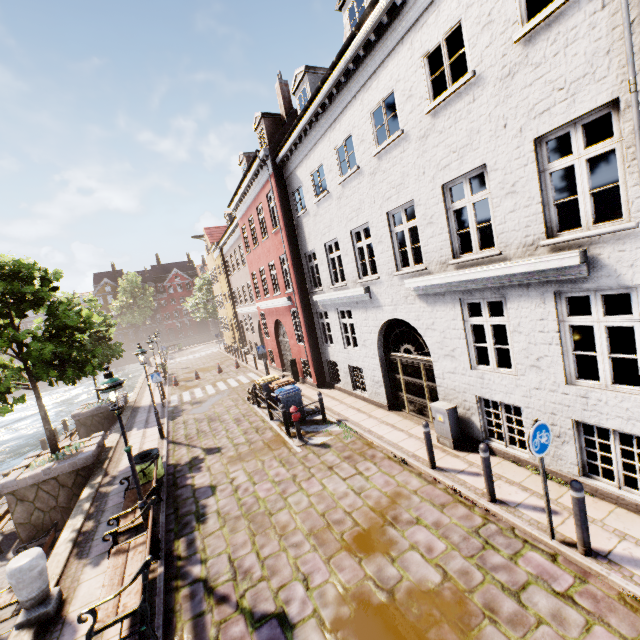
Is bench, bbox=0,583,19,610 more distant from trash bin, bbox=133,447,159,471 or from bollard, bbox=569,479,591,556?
bollard, bbox=569,479,591,556

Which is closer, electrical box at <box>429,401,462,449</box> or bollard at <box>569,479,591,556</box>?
bollard at <box>569,479,591,556</box>

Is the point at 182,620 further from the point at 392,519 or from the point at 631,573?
the point at 631,573

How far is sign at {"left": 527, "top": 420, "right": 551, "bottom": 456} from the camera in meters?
4.7

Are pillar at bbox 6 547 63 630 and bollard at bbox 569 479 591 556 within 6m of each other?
no

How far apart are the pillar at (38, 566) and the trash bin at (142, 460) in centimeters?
288cm

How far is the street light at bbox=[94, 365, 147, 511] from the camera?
5.97m

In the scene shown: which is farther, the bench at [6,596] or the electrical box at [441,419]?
the electrical box at [441,419]
